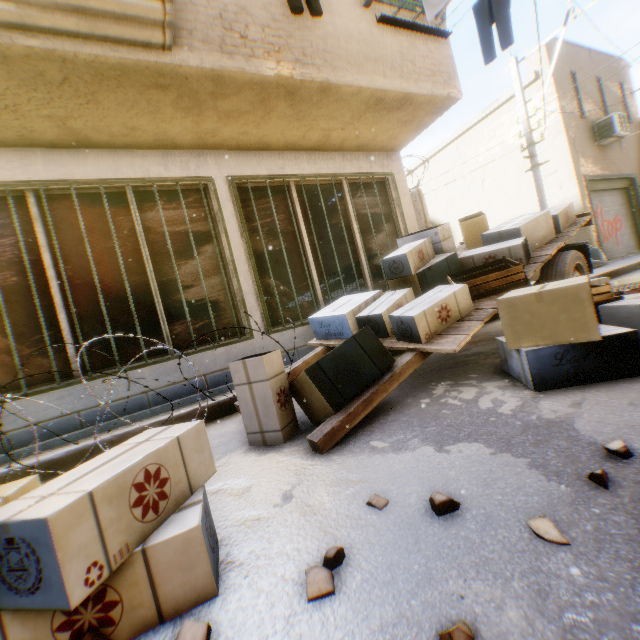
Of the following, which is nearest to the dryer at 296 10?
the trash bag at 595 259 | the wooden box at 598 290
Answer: the wooden box at 598 290

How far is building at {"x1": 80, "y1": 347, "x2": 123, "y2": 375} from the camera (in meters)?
3.84

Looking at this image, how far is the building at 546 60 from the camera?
11.7 meters

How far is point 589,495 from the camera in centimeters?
120cm

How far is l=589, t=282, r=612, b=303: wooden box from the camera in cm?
295

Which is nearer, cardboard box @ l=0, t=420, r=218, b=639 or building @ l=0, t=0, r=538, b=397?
cardboard box @ l=0, t=420, r=218, b=639

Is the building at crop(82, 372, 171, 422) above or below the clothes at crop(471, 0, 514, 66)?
below
